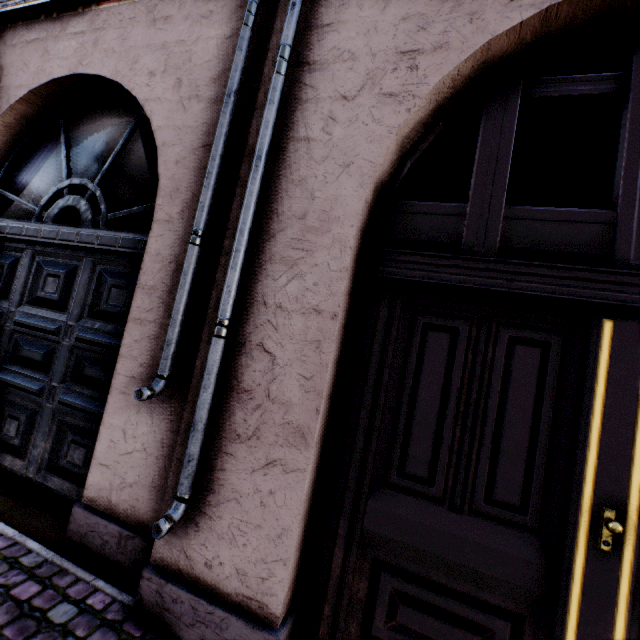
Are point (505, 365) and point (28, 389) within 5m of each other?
yes
